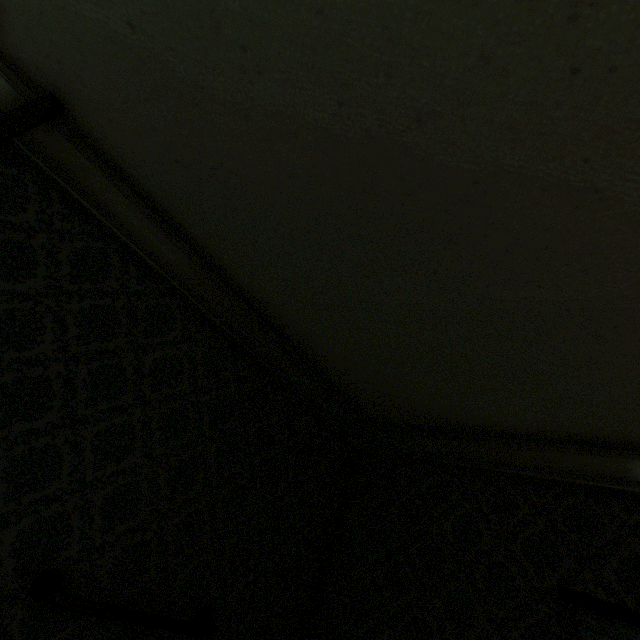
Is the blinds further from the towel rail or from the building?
the towel rail

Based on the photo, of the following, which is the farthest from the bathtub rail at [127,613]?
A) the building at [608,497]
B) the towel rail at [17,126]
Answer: the towel rail at [17,126]

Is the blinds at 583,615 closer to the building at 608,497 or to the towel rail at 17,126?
the building at 608,497

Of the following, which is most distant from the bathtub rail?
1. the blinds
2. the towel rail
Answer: the blinds

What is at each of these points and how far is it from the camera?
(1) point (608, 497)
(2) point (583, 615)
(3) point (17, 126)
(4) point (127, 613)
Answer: (1) building, 2.0 meters
(2) blinds, 1.8 meters
(3) towel rail, 1.4 meters
(4) bathtub rail, 1.5 meters

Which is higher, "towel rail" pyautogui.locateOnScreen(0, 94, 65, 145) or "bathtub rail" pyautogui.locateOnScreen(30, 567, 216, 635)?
"towel rail" pyautogui.locateOnScreen(0, 94, 65, 145)

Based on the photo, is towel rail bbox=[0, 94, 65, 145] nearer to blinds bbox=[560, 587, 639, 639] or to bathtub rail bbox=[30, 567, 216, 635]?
bathtub rail bbox=[30, 567, 216, 635]
